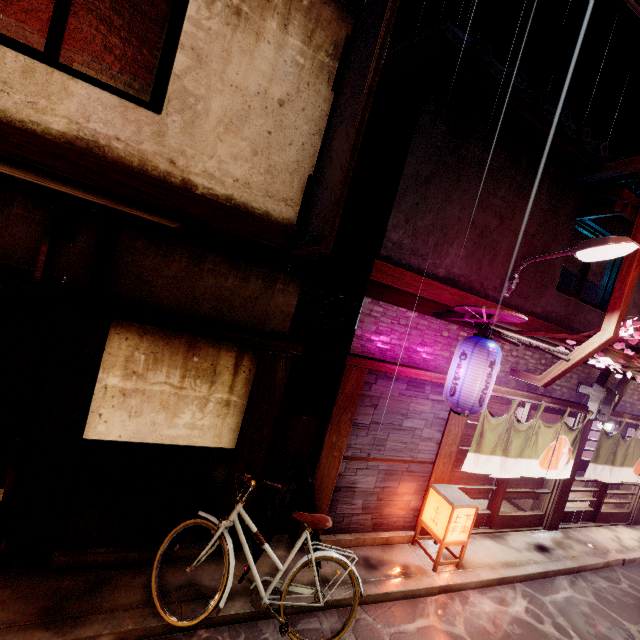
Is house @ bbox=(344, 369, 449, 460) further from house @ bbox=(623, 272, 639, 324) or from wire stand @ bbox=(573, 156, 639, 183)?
wire stand @ bbox=(573, 156, 639, 183)

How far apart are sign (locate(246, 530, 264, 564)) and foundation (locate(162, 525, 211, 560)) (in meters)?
0.78

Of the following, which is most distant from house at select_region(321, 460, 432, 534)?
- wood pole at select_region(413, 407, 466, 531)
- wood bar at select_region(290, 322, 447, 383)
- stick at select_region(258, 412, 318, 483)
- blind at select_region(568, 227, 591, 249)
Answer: blind at select_region(568, 227, 591, 249)

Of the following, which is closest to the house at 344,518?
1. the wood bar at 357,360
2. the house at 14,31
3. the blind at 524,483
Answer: the wood bar at 357,360

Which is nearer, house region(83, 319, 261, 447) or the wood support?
house region(83, 319, 261, 447)

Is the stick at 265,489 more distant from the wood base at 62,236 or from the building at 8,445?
the wood base at 62,236

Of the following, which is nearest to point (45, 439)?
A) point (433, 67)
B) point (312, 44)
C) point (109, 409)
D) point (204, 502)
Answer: point (109, 409)

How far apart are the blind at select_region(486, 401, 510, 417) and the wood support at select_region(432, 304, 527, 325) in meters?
2.9
